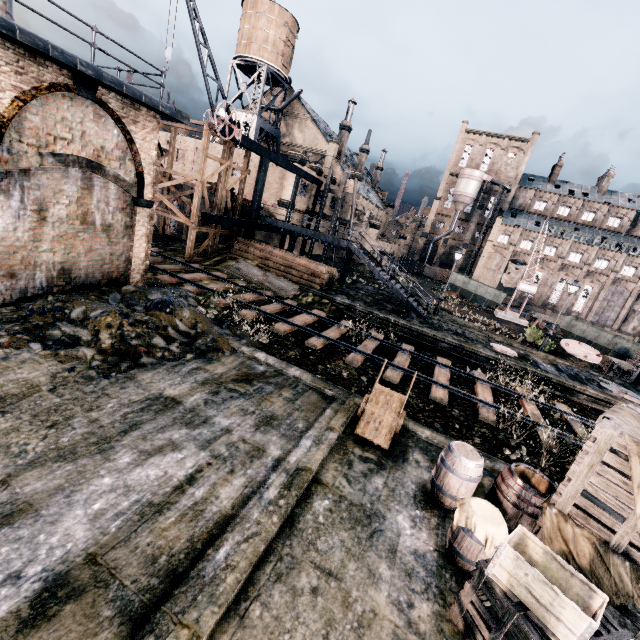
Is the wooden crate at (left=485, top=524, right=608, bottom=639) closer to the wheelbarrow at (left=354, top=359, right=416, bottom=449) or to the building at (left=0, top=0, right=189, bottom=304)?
the wheelbarrow at (left=354, top=359, right=416, bottom=449)

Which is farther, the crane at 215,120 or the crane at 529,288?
the crane at 529,288

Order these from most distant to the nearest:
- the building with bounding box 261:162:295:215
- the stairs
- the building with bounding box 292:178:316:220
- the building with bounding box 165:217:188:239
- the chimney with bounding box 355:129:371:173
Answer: the chimney with bounding box 355:129:371:173 < the building with bounding box 292:178:316:220 < the building with bounding box 261:162:295:215 < the building with bounding box 165:217:188:239 < the stairs

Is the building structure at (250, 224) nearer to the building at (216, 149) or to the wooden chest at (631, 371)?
the building at (216, 149)

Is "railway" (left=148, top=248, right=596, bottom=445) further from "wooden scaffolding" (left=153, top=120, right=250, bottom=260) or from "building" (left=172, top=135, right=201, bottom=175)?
"building" (left=172, top=135, right=201, bottom=175)

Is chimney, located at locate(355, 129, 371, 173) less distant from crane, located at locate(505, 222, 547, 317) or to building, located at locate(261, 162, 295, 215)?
building, located at locate(261, 162, 295, 215)

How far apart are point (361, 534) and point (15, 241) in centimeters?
1385cm

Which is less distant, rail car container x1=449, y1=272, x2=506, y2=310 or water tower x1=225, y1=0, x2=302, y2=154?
water tower x1=225, y1=0, x2=302, y2=154
